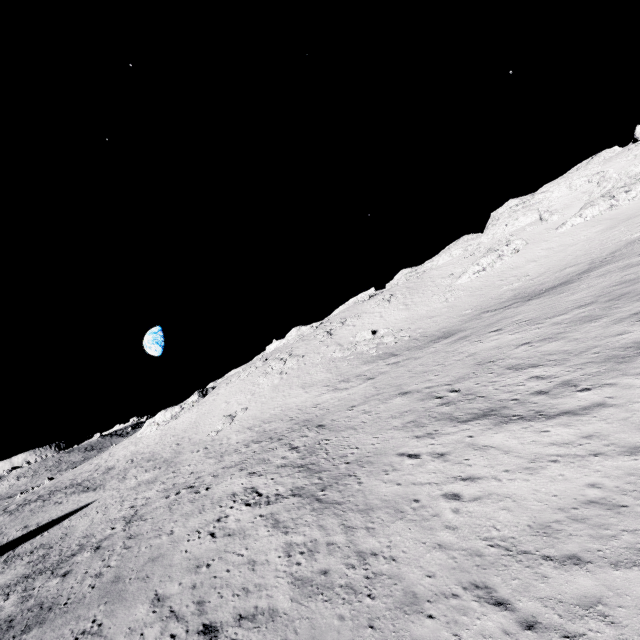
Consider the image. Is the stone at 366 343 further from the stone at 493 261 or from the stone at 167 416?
A: the stone at 167 416

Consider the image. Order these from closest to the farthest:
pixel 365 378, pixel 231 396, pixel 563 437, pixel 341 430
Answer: pixel 563 437, pixel 341 430, pixel 365 378, pixel 231 396

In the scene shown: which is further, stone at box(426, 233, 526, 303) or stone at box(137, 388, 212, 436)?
stone at box(137, 388, 212, 436)

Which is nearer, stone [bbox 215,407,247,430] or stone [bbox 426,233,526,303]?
stone [bbox 215,407,247,430]

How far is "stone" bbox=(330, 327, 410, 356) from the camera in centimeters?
4134cm

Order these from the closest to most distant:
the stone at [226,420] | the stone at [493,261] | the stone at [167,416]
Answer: the stone at [226,420], the stone at [493,261], the stone at [167,416]

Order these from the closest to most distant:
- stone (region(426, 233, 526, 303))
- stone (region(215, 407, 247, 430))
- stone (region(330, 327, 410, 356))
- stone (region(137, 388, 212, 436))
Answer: stone (region(215, 407, 247, 430))
stone (region(330, 327, 410, 356))
stone (region(426, 233, 526, 303))
stone (region(137, 388, 212, 436))

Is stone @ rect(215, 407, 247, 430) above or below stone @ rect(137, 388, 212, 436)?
below
